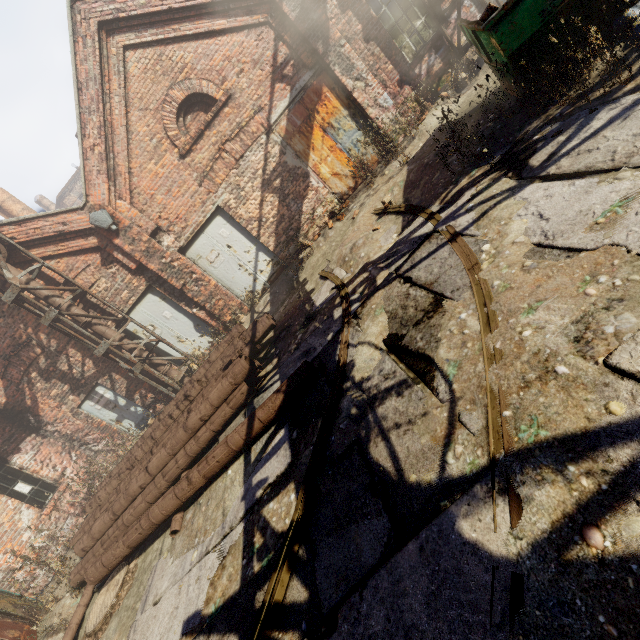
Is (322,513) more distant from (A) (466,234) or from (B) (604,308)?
(A) (466,234)

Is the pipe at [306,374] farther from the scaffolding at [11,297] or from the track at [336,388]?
the track at [336,388]

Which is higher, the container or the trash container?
the container

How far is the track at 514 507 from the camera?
1.68m

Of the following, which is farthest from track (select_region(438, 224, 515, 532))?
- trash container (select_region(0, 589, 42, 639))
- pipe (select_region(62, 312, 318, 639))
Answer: pipe (select_region(62, 312, 318, 639))

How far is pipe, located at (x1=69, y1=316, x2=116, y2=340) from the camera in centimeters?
841cm

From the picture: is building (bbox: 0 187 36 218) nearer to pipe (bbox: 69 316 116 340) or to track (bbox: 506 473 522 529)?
pipe (bbox: 69 316 116 340)
